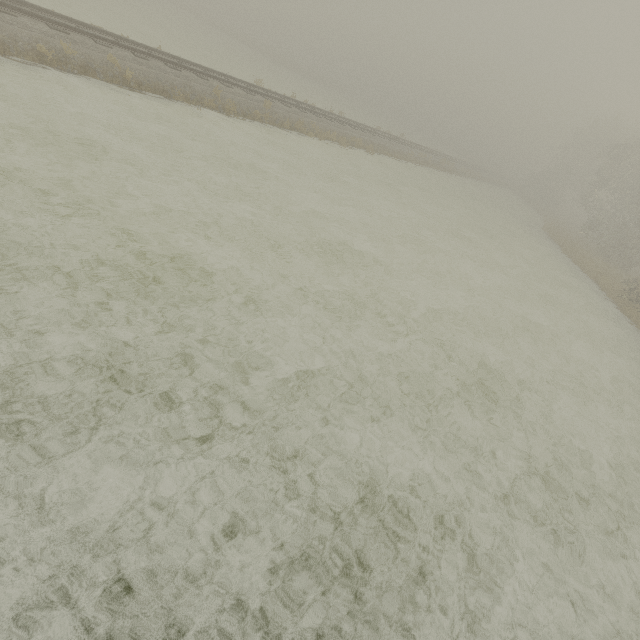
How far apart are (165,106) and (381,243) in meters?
10.8
